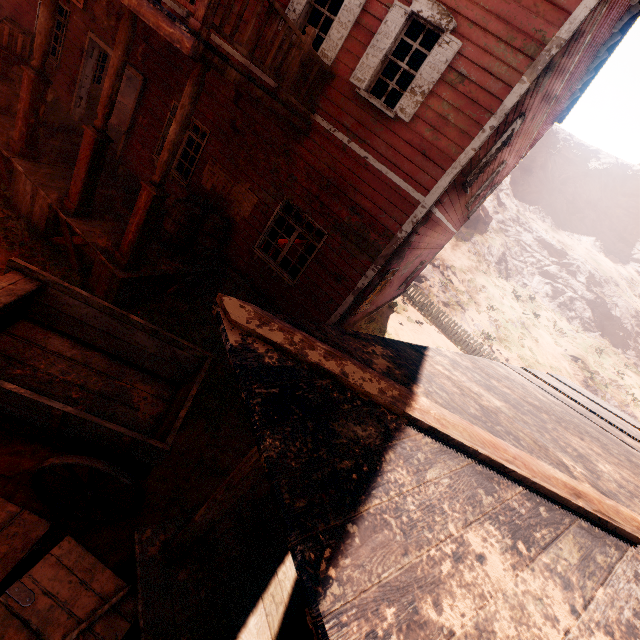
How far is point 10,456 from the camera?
3.8 meters

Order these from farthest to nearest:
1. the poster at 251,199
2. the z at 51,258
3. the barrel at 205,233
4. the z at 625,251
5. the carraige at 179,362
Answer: the z at 625,251 < the poster at 251,199 < the barrel at 205,233 < the z at 51,258 < the carraige at 179,362

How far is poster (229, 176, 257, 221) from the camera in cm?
769

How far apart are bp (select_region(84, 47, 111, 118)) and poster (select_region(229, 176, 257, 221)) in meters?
5.2

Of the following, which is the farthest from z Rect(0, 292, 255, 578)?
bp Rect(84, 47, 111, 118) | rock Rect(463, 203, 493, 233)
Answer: bp Rect(84, 47, 111, 118)

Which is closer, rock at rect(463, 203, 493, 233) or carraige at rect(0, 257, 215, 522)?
carraige at rect(0, 257, 215, 522)

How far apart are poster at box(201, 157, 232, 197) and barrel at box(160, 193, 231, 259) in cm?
21

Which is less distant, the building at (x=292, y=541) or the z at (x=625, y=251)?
the building at (x=292, y=541)
